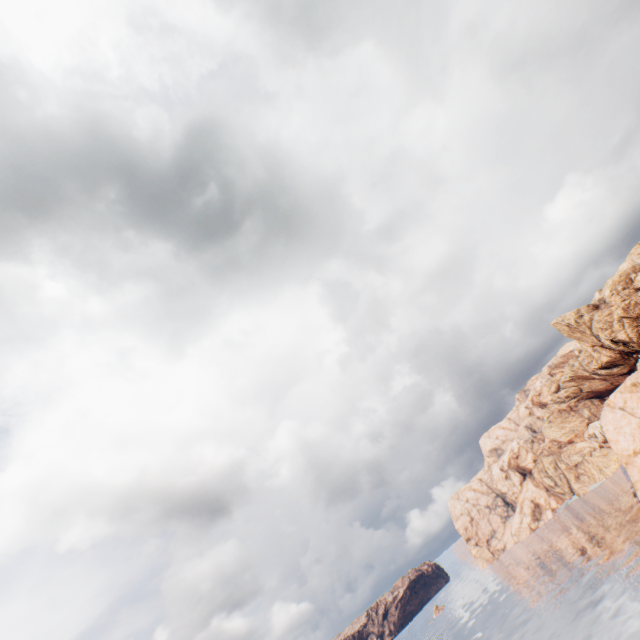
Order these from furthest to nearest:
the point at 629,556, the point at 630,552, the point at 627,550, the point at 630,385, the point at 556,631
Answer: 1. the point at 627,550
2. the point at 630,552
3. the point at 629,556
4. the point at 556,631
5. the point at 630,385
